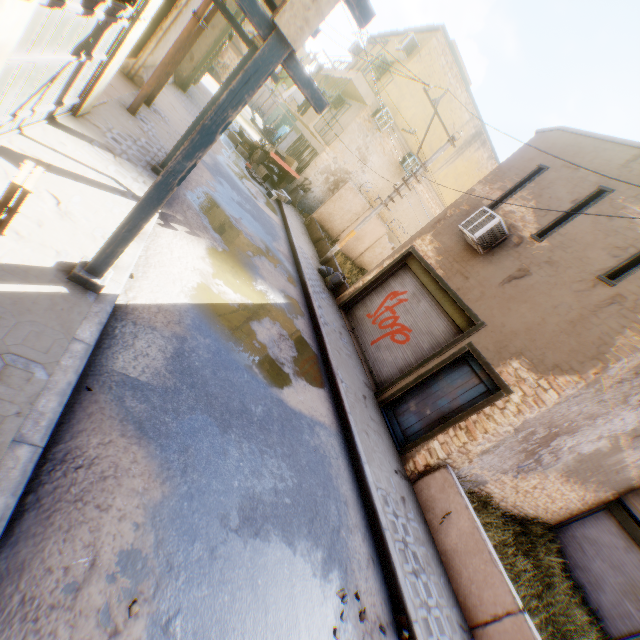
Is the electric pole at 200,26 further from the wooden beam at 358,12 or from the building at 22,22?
the wooden beam at 358,12

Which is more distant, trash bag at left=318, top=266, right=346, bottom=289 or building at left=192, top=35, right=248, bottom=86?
building at left=192, top=35, right=248, bottom=86

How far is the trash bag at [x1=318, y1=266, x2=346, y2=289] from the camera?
12.4m

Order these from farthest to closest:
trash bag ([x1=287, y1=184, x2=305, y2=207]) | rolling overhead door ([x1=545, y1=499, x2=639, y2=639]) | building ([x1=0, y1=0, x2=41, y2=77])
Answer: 1. trash bag ([x1=287, y1=184, x2=305, y2=207])
2. rolling overhead door ([x1=545, y1=499, x2=639, y2=639])
3. building ([x1=0, y1=0, x2=41, y2=77])

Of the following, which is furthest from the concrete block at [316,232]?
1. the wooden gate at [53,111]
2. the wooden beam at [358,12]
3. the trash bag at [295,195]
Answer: the wooden beam at [358,12]

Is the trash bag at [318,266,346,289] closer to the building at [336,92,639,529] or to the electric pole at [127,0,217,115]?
the building at [336,92,639,529]

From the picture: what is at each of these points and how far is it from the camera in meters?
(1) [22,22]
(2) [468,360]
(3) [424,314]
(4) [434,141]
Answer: (1) building, 2.7 m
(2) door, 7.7 m
(3) rolling overhead door, 9.6 m
(4) building, 18.8 m

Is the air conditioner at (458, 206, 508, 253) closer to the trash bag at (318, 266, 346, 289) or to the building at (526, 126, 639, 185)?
the building at (526, 126, 639, 185)
